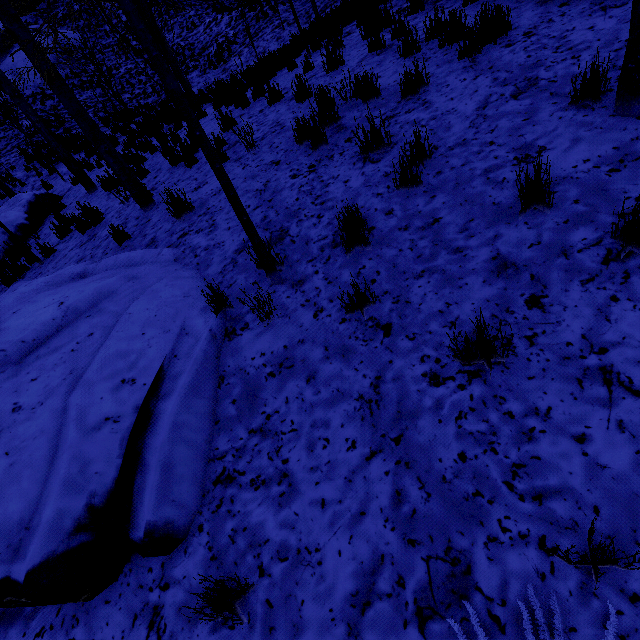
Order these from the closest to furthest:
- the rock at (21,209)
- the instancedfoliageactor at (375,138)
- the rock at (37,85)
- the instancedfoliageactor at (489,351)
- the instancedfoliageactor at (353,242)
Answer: the instancedfoliageactor at (489,351)
the instancedfoliageactor at (353,242)
the instancedfoliageactor at (375,138)
the rock at (21,209)
the rock at (37,85)

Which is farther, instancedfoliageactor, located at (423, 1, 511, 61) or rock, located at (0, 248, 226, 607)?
instancedfoliageactor, located at (423, 1, 511, 61)

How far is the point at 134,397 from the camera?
2.4m

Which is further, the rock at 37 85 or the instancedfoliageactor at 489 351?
the rock at 37 85

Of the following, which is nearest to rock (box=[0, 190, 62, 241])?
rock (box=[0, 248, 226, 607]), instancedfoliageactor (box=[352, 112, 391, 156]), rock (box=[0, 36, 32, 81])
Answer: rock (box=[0, 248, 226, 607])

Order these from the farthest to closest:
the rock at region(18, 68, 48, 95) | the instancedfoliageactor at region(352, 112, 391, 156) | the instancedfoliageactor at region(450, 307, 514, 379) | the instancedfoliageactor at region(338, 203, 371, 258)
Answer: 1. the rock at region(18, 68, 48, 95)
2. the instancedfoliageactor at region(352, 112, 391, 156)
3. the instancedfoliageactor at region(338, 203, 371, 258)
4. the instancedfoliageactor at region(450, 307, 514, 379)

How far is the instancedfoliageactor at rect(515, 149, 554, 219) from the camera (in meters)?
2.28

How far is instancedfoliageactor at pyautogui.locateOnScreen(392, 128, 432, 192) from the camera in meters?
3.0
